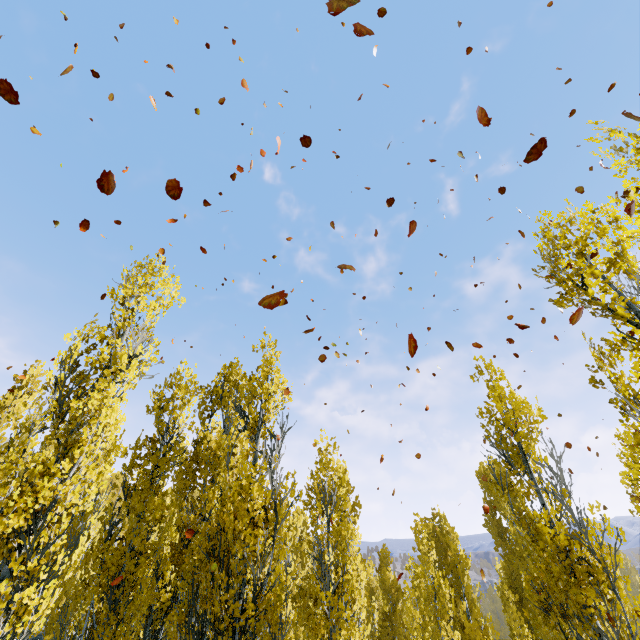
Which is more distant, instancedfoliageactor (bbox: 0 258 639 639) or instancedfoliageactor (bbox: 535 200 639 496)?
instancedfoliageactor (bbox: 0 258 639 639)

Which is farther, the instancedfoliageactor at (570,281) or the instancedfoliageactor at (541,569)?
the instancedfoliageactor at (541,569)

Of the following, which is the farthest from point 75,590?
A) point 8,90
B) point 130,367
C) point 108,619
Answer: point 8,90
